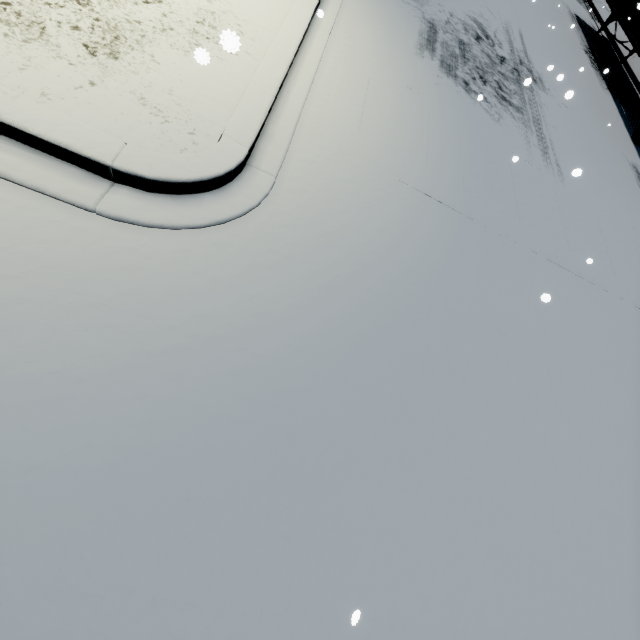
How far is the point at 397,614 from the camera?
2.7 meters
